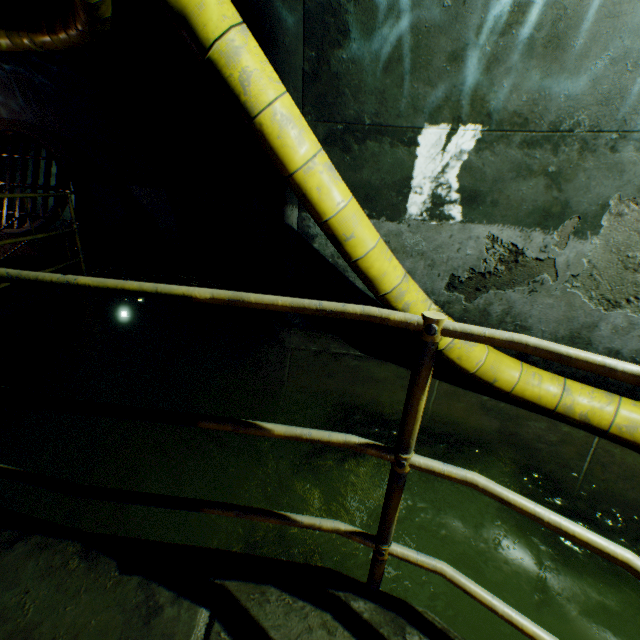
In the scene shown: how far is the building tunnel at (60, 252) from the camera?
8.8m

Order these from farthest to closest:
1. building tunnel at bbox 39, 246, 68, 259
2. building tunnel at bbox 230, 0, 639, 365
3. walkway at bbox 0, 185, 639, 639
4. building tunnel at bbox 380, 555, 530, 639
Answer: building tunnel at bbox 39, 246, 68, 259 < building tunnel at bbox 230, 0, 639, 365 < building tunnel at bbox 380, 555, 530, 639 < walkway at bbox 0, 185, 639, 639

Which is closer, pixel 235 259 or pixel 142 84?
pixel 142 84

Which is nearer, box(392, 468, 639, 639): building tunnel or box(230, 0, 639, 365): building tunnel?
box(392, 468, 639, 639): building tunnel

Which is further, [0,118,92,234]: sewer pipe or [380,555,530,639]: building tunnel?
[0,118,92,234]: sewer pipe

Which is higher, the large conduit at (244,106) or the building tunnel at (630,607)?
the large conduit at (244,106)

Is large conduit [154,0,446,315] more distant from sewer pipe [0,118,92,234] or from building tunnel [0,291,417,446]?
sewer pipe [0,118,92,234]

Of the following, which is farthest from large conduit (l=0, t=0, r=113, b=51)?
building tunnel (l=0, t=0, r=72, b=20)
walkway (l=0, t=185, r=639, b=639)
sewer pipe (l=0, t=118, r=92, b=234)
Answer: sewer pipe (l=0, t=118, r=92, b=234)
